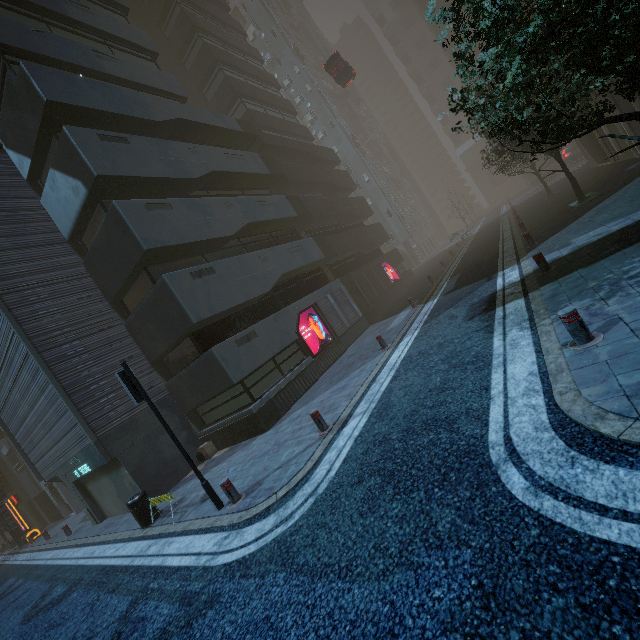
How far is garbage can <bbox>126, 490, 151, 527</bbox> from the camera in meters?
9.3

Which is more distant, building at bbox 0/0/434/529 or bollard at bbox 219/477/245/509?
building at bbox 0/0/434/529

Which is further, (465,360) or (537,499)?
(465,360)

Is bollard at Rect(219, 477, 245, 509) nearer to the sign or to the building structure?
the sign

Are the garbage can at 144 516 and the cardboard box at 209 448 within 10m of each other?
yes

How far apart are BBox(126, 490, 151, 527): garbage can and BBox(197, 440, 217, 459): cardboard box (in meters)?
2.89

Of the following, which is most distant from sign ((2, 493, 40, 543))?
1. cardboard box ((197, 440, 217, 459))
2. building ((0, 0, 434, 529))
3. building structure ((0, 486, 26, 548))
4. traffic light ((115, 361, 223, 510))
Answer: traffic light ((115, 361, 223, 510))

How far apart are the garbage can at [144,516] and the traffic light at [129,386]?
3.60m
